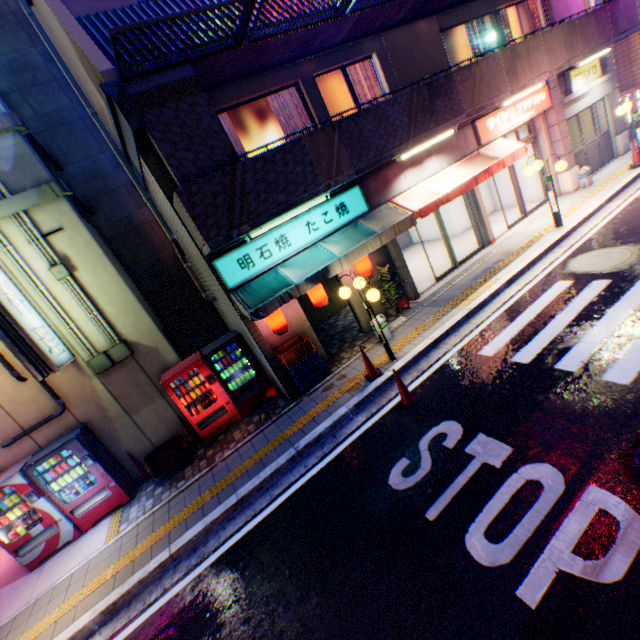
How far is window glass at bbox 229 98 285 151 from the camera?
7.9 meters

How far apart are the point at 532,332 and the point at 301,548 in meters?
6.0 m

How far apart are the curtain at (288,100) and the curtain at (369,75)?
1.5m

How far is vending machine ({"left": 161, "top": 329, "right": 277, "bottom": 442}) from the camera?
8.2 meters

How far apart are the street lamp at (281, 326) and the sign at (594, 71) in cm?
1381

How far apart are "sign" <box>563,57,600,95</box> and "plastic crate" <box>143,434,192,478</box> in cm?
1773

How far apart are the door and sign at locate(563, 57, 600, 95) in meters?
0.8 m

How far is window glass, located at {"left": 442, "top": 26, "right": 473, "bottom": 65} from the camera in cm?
1064
